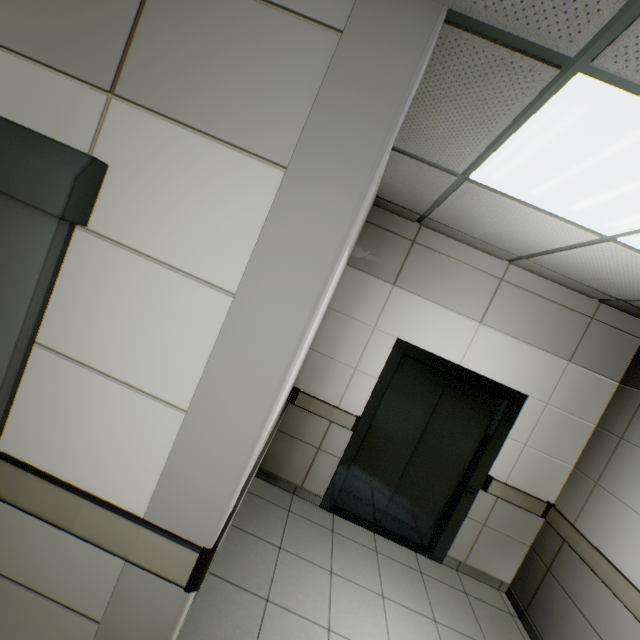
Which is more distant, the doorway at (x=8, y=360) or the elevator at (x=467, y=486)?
the elevator at (x=467, y=486)

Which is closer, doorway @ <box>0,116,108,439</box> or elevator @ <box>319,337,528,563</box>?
doorway @ <box>0,116,108,439</box>

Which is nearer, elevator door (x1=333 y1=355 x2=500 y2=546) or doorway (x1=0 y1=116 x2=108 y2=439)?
doorway (x1=0 y1=116 x2=108 y2=439)

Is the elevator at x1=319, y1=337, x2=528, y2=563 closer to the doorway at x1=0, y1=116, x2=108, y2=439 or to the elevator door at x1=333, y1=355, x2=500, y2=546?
the elevator door at x1=333, y1=355, x2=500, y2=546

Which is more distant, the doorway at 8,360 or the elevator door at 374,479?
the elevator door at 374,479

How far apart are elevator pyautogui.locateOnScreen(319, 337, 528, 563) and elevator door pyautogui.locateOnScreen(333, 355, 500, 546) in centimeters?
1cm

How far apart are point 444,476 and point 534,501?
0.9m
